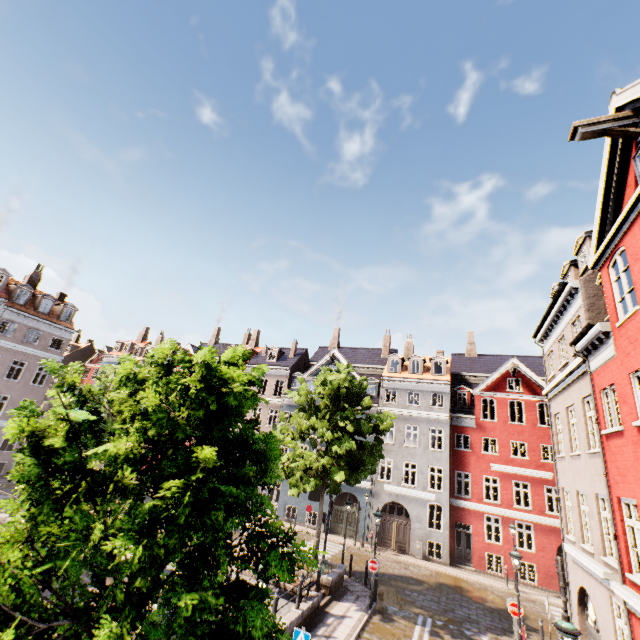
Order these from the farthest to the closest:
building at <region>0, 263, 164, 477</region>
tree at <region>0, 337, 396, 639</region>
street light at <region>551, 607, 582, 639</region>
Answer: building at <region>0, 263, 164, 477</region> → street light at <region>551, 607, 582, 639</region> → tree at <region>0, 337, 396, 639</region>

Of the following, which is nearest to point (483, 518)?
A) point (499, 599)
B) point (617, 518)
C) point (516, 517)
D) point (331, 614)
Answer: point (516, 517)

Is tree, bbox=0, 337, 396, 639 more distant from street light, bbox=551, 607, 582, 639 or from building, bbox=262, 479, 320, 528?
building, bbox=262, 479, 320, 528

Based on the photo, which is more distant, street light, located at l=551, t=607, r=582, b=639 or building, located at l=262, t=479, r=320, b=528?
building, located at l=262, t=479, r=320, b=528

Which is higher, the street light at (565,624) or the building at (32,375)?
the building at (32,375)

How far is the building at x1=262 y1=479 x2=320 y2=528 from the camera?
27.84m

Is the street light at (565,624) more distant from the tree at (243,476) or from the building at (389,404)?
the building at (389,404)
